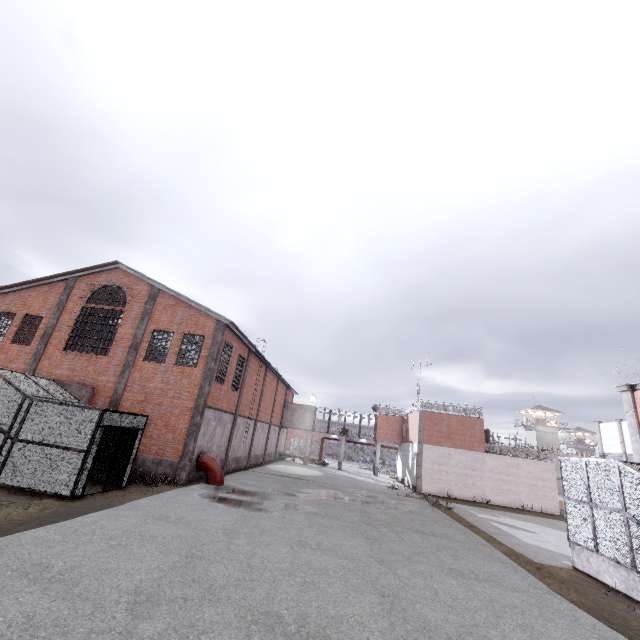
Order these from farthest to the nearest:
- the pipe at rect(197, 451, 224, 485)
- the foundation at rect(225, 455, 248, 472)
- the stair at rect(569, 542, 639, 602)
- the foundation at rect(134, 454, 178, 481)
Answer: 1. the foundation at rect(225, 455, 248, 472)
2. the pipe at rect(197, 451, 224, 485)
3. the foundation at rect(134, 454, 178, 481)
4. the stair at rect(569, 542, 639, 602)

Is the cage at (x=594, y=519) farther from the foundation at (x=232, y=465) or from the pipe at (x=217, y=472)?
the pipe at (x=217, y=472)

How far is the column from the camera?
16.8 meters

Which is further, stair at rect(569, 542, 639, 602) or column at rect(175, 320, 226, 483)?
column at rect(175, 320, 226, 483)

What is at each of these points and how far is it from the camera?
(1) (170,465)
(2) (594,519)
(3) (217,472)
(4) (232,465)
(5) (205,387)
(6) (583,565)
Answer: (1) foundation, 16.9m
(2) cage, 11.2m
(3) pipe, 17.8m
(4) foundation, 24.0m
(5) column, 18.2m
(6) stair, 11.5m

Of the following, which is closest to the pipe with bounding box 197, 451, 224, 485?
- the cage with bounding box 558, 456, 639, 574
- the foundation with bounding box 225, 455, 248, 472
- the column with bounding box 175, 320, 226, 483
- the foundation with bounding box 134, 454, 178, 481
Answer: the column with bounding box 175, 320, 226, 483

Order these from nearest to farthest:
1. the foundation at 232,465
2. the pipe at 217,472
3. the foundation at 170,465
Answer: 1. the foundation at 170,465
2. the pipe at 217,472
3. the foundation at 232,465

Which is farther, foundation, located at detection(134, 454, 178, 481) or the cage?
foundation, located at detection(134, 454, 178, 481)
